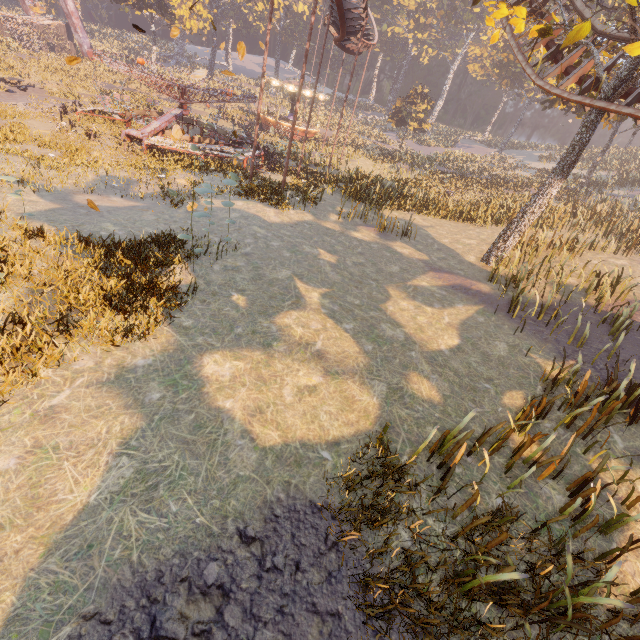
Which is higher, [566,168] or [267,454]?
[566,168]

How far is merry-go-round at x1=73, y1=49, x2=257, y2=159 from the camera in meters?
18.8

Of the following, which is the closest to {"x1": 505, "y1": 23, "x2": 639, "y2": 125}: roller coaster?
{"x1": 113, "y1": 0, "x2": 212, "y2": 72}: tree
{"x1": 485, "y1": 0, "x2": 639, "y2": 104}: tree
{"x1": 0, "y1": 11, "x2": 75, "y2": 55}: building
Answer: {"x1": 485, "y1": 0, "x2": 639, "y2": 104}: tree

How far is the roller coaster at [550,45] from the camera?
13.1m

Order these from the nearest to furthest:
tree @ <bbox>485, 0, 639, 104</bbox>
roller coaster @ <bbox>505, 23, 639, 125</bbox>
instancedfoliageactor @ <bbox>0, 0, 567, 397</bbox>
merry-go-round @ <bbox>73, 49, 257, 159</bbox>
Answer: instancedfoliageactor @ <bbox>0, 0, 567, 397</bbox>
tree @ <bbox>485, 0, 639, 104</bbox>
roller coaster @ <bbox>505, 23, 639, 125</bbox>
merry-go-round @ <bbox>73, 49, 257, 159</bbox>

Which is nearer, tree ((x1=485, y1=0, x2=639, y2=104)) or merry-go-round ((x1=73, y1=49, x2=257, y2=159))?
tree ((x1=485, y1=0, x2=639, y2=104))

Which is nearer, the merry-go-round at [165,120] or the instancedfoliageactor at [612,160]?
the instancedfoliageactor at [612,160]

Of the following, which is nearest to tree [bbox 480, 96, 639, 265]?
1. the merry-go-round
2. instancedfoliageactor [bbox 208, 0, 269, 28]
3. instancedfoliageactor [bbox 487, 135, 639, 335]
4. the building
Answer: instancedfoliageactor [bbox 487, 135, 639, 335]
